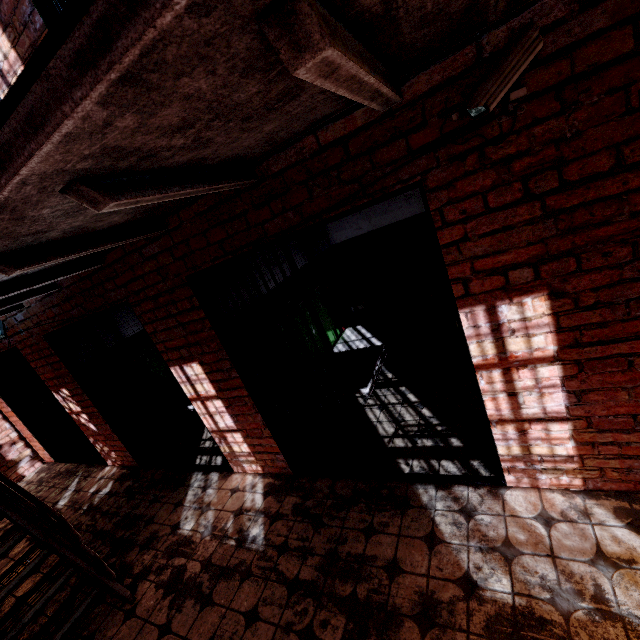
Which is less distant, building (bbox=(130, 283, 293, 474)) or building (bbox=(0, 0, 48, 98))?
building (bbox=(0, 0, 48, 98))

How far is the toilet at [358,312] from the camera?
5.7 meters

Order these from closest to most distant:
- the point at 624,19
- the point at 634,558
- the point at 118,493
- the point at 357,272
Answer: the point at 624,19 < the point at 634,558 < the point at 118,493 < the point at 357,272

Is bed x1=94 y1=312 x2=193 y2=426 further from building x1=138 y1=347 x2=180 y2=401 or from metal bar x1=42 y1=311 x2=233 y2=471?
metal bar x1=42 y1=311 x2=233 y2=471

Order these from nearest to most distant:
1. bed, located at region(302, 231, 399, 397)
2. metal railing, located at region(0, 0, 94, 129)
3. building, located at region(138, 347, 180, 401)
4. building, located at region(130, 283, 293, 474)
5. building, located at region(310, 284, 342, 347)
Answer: metal railing, located at region(0, 0, 94, 129) < building, located at region(130, 283, 293, 474) < bed, located at region(302, 231, 399, 397) < building, located at region(310, 284, 342, 347) < building, located at region(138, 347, 180, 401)

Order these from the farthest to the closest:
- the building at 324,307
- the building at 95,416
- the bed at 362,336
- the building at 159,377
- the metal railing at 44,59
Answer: Answer:
the building at 159,377
the building at 324,307
the building at 95,416
the bed at 362,336
the metal railing at 44,59

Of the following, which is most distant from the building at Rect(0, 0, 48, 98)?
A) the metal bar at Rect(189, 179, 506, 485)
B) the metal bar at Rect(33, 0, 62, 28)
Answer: the metal bar at Rect(189, 179, 506, 485)

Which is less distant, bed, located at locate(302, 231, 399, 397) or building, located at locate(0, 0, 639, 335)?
building, located at locate(0, 0, 639, 335)
